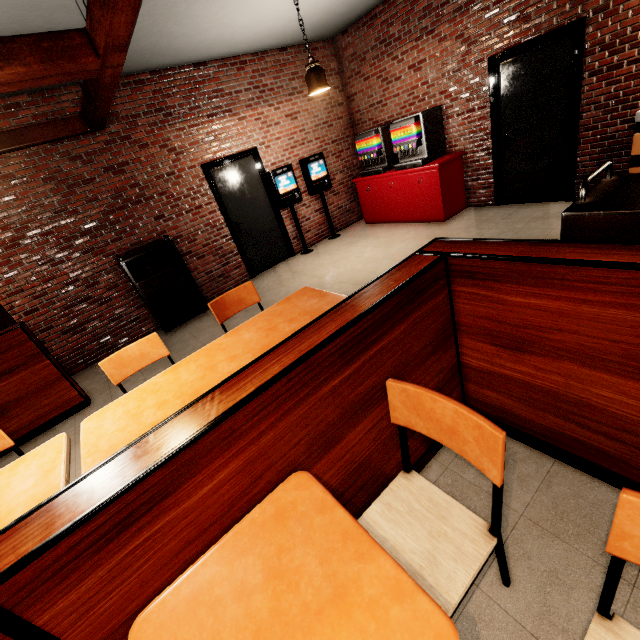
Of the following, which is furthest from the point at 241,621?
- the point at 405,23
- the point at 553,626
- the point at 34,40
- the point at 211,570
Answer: the point at 405,23
